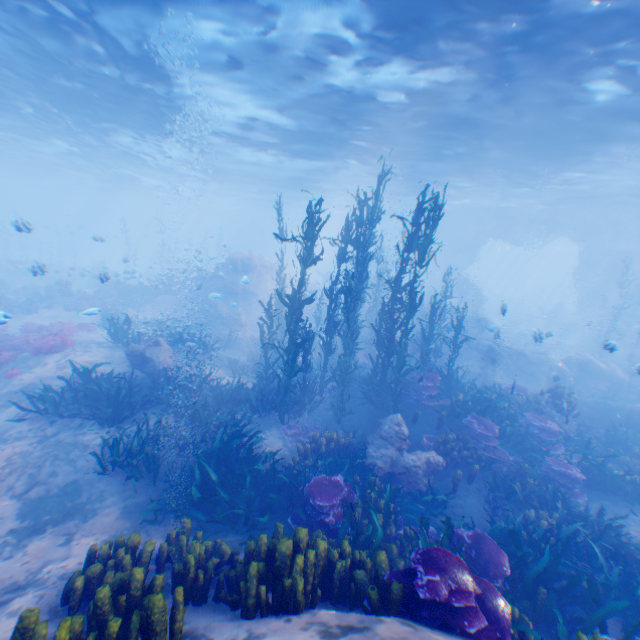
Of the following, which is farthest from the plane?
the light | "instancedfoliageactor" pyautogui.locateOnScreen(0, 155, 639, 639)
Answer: the light

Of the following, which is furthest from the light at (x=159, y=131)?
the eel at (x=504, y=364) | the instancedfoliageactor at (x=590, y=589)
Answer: the eel at (x=504, y=364)

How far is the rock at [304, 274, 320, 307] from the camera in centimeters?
1983cm

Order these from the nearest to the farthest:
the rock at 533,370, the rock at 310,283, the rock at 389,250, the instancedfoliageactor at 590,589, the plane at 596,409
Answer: the instancedfoliageactor at 590,589 < the plane at 596,409 < the rock at 533,370 < the rock at 310,283 < the rock at 389,250

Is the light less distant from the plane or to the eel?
the plane

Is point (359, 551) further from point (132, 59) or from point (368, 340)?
point (132, 59)

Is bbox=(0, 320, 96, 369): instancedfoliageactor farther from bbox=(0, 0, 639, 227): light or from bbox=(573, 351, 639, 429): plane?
bbox=(0, 0, 639, 227): light
